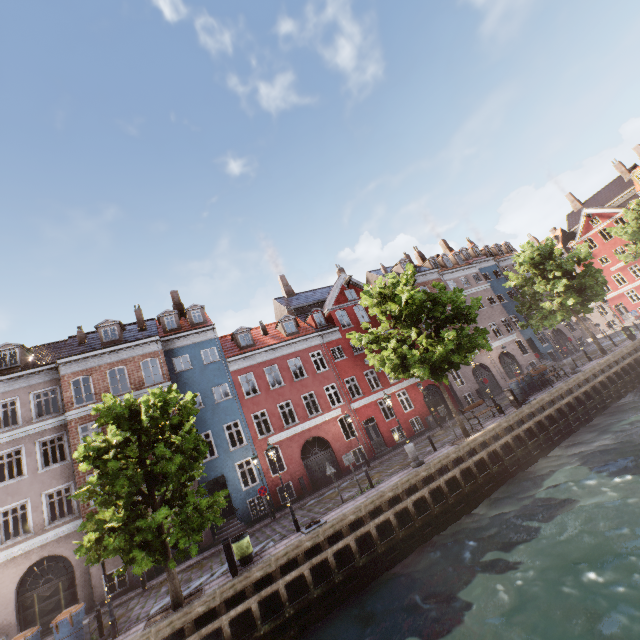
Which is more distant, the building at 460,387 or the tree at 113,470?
the building at 460,387

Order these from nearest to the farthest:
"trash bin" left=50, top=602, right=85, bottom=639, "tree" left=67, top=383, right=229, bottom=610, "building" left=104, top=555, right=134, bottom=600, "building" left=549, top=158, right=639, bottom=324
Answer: "tree" left=67, top=383, right=229, bottom=610 → "trash bin" left=50, top=602, right=85, bottom=639 → "building" left=104, top=555, right=134, bottom=600 → "building" left=549, top=158, right=639, bottom=324

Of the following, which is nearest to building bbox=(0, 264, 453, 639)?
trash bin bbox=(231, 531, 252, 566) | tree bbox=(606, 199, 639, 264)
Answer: tree bbox=(606, 199, 639, 264)

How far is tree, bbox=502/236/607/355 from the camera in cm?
2439

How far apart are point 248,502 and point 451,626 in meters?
15.4 m

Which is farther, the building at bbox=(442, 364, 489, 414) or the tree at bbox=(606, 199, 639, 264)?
the tree at bbox=(606, 199, 639, 264)

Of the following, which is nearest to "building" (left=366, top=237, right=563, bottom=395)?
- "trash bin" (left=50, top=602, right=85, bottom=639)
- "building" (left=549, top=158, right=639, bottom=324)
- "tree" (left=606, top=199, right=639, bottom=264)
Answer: "tree" (left=606, top=199, right=639, bottom=264)

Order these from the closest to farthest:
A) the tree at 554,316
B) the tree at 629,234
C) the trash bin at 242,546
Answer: the trash bin at 242,546 < the tree at 554,316 < the tree at 629,234
